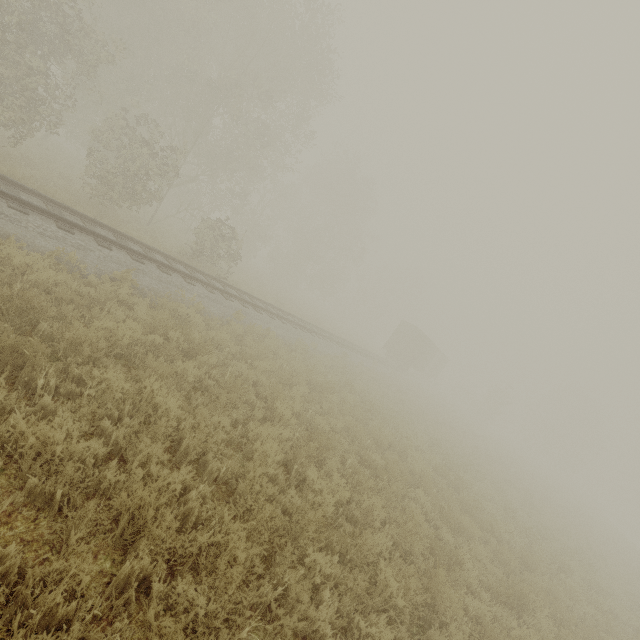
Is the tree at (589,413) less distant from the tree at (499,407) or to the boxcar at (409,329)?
the tree at (499,407)

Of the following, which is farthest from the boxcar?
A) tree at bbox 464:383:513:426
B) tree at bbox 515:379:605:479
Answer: tree at bbox 515:379:605:479

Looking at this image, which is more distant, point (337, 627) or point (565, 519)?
point (565, 519)

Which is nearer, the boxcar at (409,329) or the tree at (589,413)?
the boxcar at (409,329)

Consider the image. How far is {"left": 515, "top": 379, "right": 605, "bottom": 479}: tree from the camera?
49.84m

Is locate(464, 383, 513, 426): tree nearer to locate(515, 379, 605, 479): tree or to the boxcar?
the boxcar

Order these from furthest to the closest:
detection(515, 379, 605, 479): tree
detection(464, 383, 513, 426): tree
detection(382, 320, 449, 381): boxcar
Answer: detection(515, 379, 605, 479): tree → detection(464, 383, 513, 426): tree → detection(382, 320, 449, 381): boxcar

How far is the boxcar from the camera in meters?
33.7
